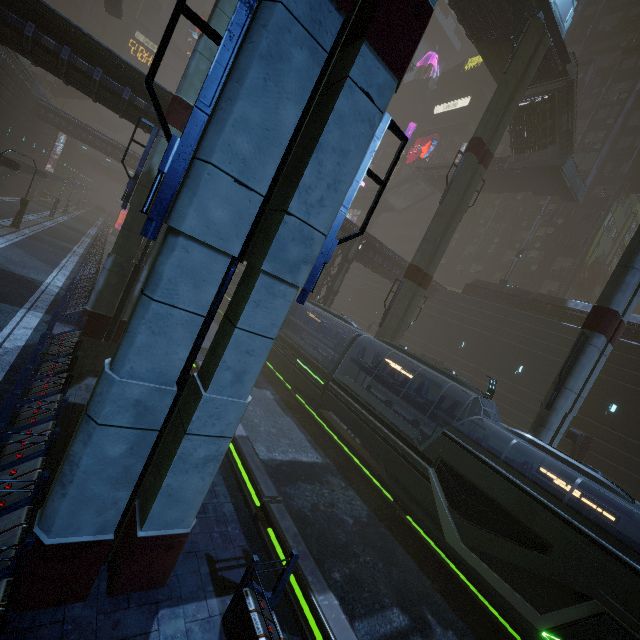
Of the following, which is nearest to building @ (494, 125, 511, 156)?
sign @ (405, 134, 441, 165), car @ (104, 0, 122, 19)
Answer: sign @ (405, 134, 441, 165)

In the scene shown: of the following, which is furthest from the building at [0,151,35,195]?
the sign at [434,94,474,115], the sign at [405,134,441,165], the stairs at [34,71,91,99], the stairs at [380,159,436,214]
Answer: the stairs at [380,159,436,214]

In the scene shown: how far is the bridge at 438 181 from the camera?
40.53m

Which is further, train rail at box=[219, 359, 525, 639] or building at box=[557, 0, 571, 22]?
building at box=[557, 0, 571, 22]

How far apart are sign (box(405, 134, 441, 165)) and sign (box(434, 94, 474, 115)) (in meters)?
5.55

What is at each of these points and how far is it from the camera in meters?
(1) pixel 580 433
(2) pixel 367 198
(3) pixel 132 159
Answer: (1) building, 19.6
(2) bridge, 52.4
(3) building, 41.6

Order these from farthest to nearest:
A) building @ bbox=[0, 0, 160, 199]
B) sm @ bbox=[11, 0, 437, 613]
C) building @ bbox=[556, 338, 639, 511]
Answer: building @ bbox=[556, 338, 639, 511] < building @ bbox=[0, 0, 160, 199] < sm @ bbox=[11, 0, 437, 613]

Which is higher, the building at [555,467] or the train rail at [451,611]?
the building at [555,467]
